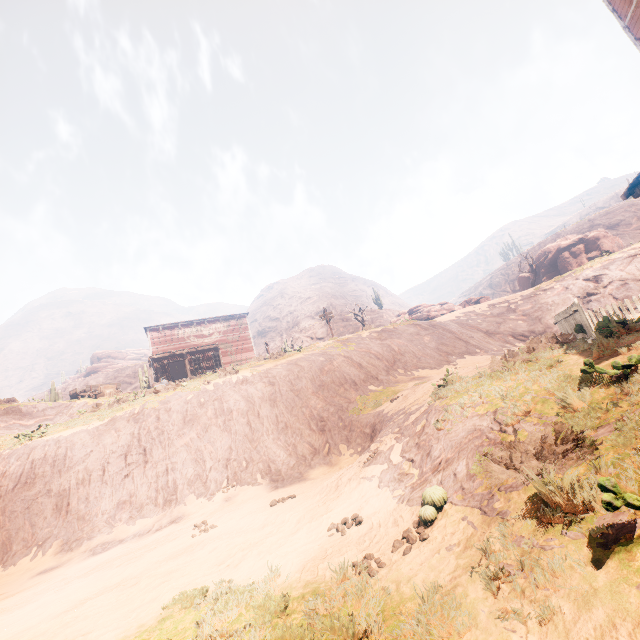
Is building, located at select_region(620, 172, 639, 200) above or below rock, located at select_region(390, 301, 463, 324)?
below

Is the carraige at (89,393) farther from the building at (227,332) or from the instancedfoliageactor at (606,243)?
the instancedfoliageactor at (606,243)

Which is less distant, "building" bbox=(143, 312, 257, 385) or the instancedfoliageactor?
"building" bbox=(143, 312, 257, 385)

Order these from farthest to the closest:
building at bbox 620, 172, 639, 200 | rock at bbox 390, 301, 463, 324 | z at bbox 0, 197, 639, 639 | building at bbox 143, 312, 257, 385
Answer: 1. rock at bbox 390, 301, 463, 324
2. building at bbox 143, 312, 257, 385
3. building at bbox 620, 172, 639, 200
4. z at bbox 0, 197, 639, 639

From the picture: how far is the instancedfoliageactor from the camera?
33.3m

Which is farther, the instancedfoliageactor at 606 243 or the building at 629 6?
the instancedfoliageactor at 606 243

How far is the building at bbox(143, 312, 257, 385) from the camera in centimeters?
3077cm

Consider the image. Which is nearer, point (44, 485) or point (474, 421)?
point (474, 421)
